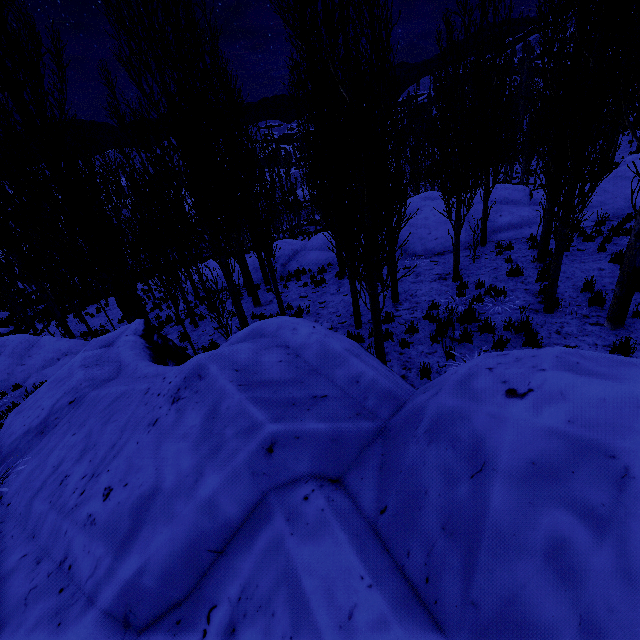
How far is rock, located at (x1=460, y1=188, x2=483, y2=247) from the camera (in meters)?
13.58

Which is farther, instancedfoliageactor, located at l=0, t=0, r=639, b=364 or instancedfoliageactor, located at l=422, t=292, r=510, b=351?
instancedfoliageactor, located at l=422, t=292, r=510, b=351

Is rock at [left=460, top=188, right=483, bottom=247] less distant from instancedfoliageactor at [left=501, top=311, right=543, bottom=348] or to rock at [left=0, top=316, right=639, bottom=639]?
instancedfoliageactor at [left=501, top=311, right=543, bottom=348]

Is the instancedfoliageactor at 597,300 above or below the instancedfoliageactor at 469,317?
above

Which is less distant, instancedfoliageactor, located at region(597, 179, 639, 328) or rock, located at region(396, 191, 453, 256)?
instancedfoliageactor, located at region(597, 179, 639, 328)

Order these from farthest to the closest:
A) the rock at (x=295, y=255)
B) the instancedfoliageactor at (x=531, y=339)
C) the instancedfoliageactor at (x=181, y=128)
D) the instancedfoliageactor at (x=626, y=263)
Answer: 1. the rock at (x=295, y=255)
2. the instancedfoliageactor at (x=531, y=339)
3. the instancedfoliageactor at (x=626, y=263)
4. the instancedfoliageactor at (x=181, y=128)

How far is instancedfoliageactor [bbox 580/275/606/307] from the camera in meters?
6.8 m

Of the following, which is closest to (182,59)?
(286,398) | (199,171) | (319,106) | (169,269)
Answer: (199,171)
